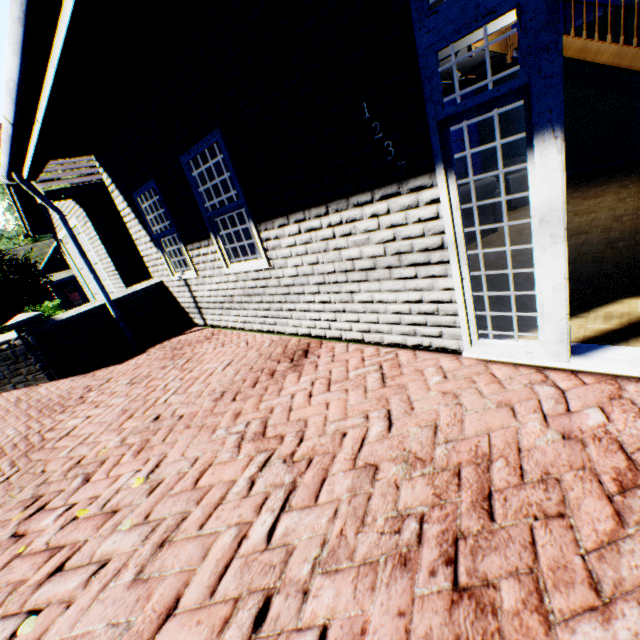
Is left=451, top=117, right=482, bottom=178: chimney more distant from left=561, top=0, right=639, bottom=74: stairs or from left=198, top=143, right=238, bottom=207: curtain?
left=198, top=143, right=238, bottom=207: curtain

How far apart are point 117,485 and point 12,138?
4.2m

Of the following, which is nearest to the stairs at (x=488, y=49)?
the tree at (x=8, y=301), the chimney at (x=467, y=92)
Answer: the chimney at (x=467, y=92)

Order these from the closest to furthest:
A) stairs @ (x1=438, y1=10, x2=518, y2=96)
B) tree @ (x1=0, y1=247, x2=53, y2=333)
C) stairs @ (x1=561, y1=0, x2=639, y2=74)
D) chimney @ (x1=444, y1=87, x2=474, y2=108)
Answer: stairs @ (x1=438, y1=10, x2=518, y2=96)
stairs @ (x1=561, y1=0, x2=639, y2=74)
chimney @ (x1=444, y1=87, x2=474, y2=108)
tree @ (x1=0, y1=247, x2=53, y2=333)

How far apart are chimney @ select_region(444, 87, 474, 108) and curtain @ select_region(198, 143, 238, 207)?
8.9 meters

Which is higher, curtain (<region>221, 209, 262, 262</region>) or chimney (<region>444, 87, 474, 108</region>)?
chimney (<region>444, 87, 474, 108</region>)

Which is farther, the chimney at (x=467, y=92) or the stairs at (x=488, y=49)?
the chimney at (x=467, y=92)
